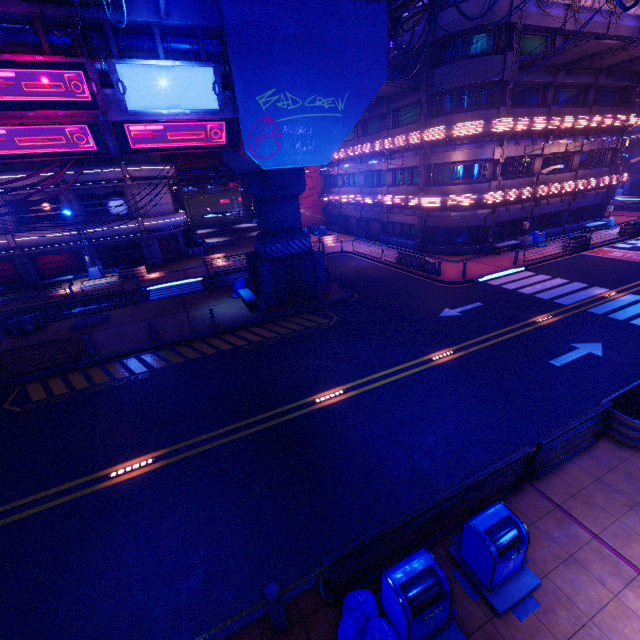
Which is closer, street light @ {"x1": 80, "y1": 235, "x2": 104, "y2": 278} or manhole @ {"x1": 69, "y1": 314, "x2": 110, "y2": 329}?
manhole @ {"x1": 69, "y1": 314, "x2": 110, "y2": 329}

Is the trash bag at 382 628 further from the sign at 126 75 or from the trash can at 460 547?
the sign at 126 75

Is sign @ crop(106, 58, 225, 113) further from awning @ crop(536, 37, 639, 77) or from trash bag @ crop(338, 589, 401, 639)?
awning @ crop(536, 37, 639, 77)

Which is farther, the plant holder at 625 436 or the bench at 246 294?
the bench at 246 294

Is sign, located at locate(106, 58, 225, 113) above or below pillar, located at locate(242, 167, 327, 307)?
above

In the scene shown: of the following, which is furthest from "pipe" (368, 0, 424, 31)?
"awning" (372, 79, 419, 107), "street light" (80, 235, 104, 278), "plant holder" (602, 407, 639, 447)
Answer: "street light" (80, 235, 104, 278)

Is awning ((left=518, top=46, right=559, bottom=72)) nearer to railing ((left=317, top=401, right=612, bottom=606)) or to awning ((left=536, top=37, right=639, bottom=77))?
awning ((left=536, top=37, right=639, bottom=77))

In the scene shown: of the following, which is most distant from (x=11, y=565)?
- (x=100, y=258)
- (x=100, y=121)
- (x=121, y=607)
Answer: (x=100, y=258)
